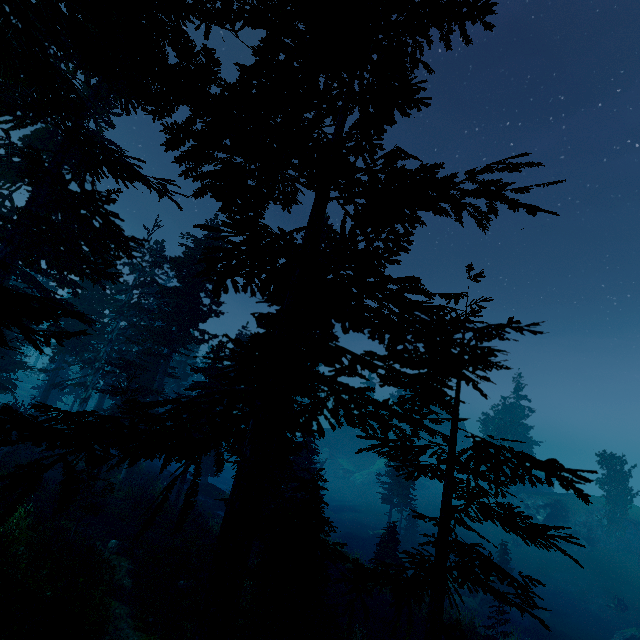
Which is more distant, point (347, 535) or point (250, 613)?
point (347, 535)

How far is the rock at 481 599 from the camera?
27.4m

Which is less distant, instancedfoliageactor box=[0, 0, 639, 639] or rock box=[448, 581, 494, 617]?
instancedfoliageactor box=[0, 0, 639, 639]

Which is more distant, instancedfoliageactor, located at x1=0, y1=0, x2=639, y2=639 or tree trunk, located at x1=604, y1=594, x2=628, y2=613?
tree trunk, located at x1=604, y1=594, x2=628, y2=613

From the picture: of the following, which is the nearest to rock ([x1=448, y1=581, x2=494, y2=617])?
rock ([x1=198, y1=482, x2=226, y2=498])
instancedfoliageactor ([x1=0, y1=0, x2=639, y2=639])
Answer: instancedfoliageactor ([x1=0, y1=0, x2=639, y2=639])

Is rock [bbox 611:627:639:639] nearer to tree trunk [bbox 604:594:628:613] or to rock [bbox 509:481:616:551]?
rock [bbox 509:481:616:551]

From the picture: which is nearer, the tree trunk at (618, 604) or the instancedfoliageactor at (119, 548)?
the instancedfoliageactor at (119, 548)

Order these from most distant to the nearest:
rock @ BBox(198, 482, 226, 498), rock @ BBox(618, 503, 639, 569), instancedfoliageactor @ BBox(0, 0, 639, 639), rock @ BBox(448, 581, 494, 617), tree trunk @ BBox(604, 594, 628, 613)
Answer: rock @ BBox(618, 503, 639, 569)
tree trunk @ BBox(604, 594, 628, 613)
rock @ BBox(198, 482, 226, 498)
rock @ BBox(448, 581, 494, 617)
instancedfoliageactor @ BBox(0, 0, 639, 639)
